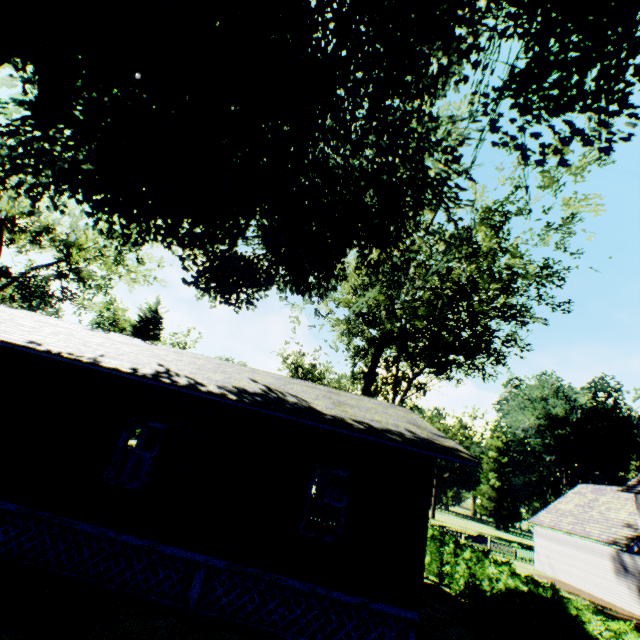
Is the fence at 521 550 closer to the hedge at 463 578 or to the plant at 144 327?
the plant at 144 327

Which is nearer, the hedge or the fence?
the hedge

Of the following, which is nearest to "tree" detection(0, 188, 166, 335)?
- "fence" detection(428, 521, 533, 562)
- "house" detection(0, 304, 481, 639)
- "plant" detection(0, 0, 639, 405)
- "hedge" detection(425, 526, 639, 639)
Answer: "plant" detection(0, 0, 639, 405)

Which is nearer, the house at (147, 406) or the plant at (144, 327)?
the house at (147, 406)

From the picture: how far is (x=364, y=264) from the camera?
13.6m

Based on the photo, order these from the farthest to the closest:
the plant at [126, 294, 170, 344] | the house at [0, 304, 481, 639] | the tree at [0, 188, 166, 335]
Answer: the plant at [126, 294, 170, 344]
the tree at [0, 188, 166, 335]
the house at [0, 304, 481, 639]

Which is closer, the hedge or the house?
the house

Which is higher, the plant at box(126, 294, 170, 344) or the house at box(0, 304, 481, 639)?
the plant at box(126, 294, 170, 344)
